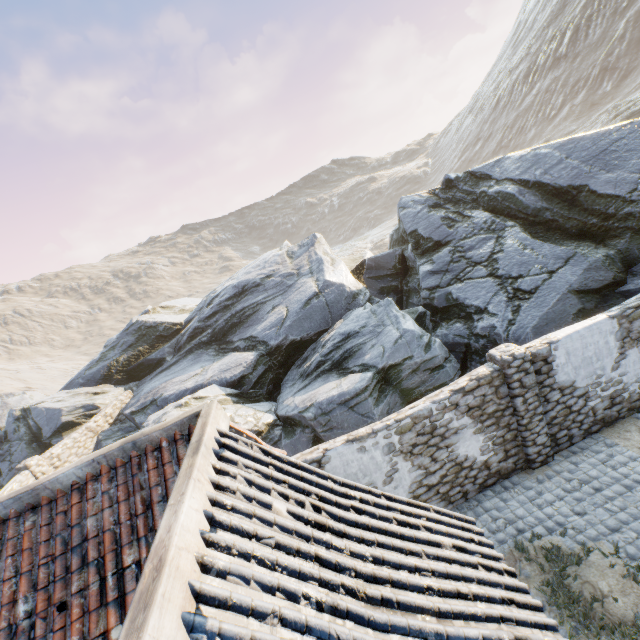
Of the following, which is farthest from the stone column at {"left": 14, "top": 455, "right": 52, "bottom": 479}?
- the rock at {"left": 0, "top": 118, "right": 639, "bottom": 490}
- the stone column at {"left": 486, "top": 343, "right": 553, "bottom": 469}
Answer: the stone column at {"left": 486, "top": 343, "right": 553, "bottom": 469}

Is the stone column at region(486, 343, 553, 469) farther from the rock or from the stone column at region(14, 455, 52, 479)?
the stone column at region(14, 455, 52, 479)

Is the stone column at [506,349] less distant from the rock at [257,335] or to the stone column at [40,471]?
the rock at [257,335]

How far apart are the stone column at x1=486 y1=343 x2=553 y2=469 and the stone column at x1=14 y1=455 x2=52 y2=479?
18.02m

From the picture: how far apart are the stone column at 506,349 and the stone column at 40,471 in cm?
1802

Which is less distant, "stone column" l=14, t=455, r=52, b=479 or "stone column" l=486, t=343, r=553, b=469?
"stone column" l=486, t=343, r=553, b=469

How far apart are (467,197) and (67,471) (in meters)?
17.58
